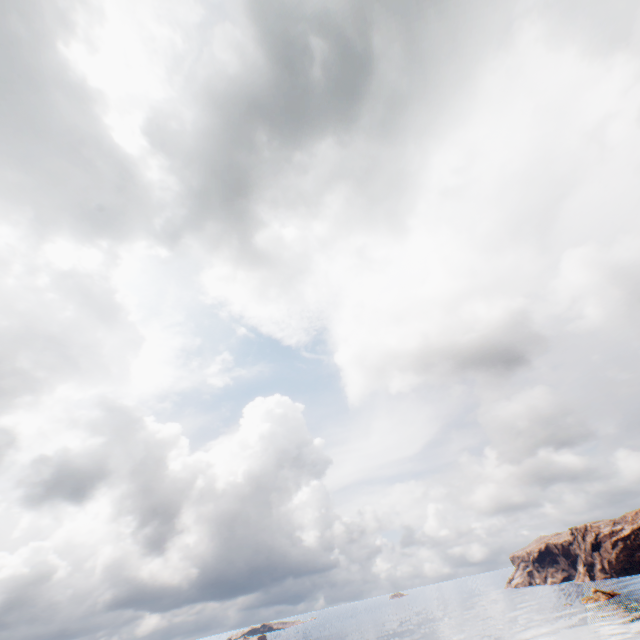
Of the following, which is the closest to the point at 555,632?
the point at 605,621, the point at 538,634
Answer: the point at 538,634
